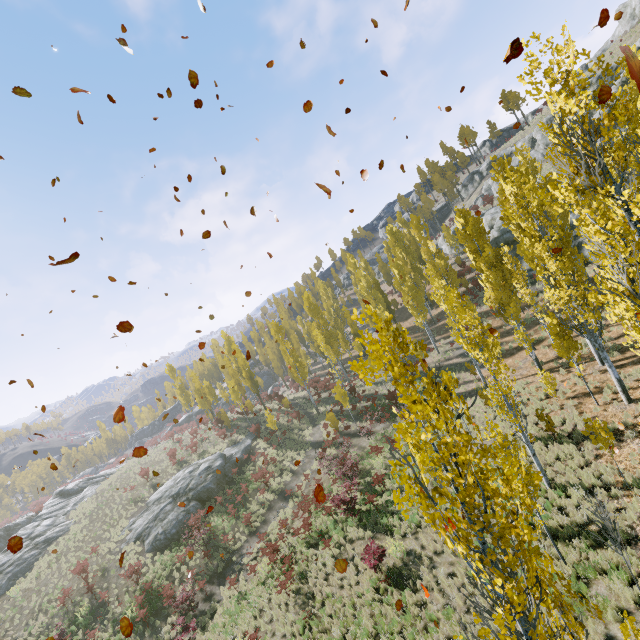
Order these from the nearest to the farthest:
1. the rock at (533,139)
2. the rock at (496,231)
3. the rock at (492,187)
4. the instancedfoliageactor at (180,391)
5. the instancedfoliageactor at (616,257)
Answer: the instancedfoliageactor at (616,257) → the rock at (496,231) → the instancedfoliageactor at (180,391) → the rock at (533,139) → the rock at (492,187)

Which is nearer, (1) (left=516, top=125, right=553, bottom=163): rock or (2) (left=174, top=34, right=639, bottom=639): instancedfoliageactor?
(2) (left=174, top=34, right=639, bottom=639): instancedfoliageactor

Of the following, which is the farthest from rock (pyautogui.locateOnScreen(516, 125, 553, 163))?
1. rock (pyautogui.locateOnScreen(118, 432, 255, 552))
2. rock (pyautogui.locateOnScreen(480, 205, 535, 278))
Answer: rock (pyautogui.locateOnScreen(118, 432, 255, 552))

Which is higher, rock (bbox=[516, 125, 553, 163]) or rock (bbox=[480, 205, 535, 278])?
rock (bbox=[516, 125, 553, 163])

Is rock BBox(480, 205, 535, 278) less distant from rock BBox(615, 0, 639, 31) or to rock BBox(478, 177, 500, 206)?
rock BBox(478, 177, 500, 206)

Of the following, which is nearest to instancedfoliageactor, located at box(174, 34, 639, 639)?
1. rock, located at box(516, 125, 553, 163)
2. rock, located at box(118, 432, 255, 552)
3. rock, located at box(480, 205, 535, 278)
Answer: rock, located at box(118, 432, 255, 552)

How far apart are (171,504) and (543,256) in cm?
3398

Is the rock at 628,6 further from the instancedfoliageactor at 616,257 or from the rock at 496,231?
the instancedfoliageactor at 616,257
